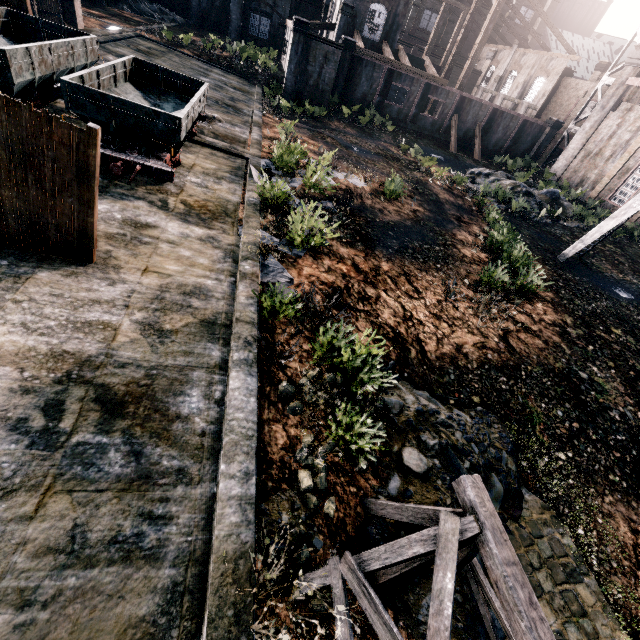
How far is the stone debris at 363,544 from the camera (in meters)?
5.43

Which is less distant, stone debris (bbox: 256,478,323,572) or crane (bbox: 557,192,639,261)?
stone debris (bbox: 256,478,323,572)

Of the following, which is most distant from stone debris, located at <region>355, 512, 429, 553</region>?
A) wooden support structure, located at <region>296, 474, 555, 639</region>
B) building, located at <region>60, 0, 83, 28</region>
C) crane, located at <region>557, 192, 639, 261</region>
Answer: building, located at <region>60, 0, 83, 28</region>

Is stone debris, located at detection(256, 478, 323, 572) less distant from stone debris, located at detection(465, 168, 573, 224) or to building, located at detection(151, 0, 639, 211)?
stone debris, located at detection(465, 168, 573, 224)

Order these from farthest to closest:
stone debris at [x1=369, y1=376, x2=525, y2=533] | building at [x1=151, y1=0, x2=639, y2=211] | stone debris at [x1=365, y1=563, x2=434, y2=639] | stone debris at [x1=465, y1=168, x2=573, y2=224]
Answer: building at [x1=151, y1=0, x2=639, y2=211]
stone debris at [x1=465, y1=168, x2=573, y2=224]
stone debris at [x1=369, y1=376, x2=525, y2=533]
stone debris at [x1=365, y1=563, x2=434, y2=639]

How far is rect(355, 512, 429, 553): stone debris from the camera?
5.43m

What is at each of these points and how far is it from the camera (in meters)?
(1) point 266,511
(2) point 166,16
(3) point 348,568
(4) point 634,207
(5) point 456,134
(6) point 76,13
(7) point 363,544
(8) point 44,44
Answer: (1) stone debris, 5.40
(2) stone debris, 45.56
(3) wooden support structure, 4.17
(4) crane, 16.89
(5) building, 36.47
(6) building, 23.28
(7) stone debris, 5.50
(8) rail car, 9.95

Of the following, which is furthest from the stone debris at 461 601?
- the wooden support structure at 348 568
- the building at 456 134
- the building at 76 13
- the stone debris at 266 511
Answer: the building at 456 134
